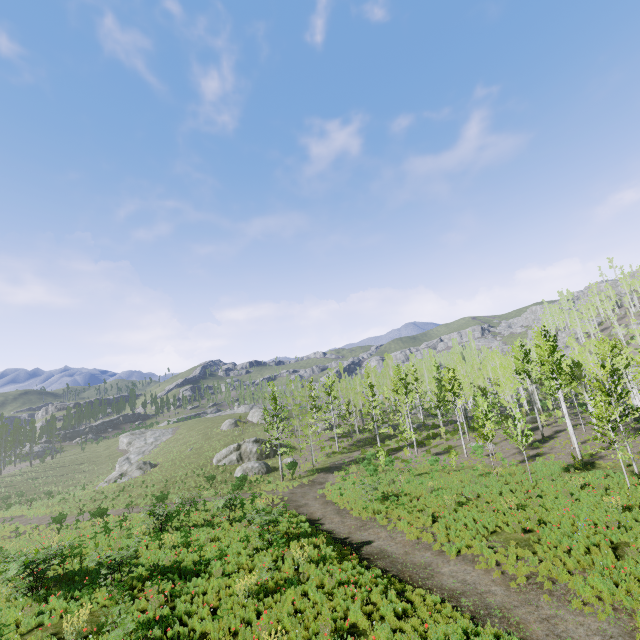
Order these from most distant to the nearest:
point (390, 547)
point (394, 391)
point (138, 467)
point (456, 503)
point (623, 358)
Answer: point (138, 467) → point (394, 391) → point (623, 358) → point (456, 503) → point (390, 547)

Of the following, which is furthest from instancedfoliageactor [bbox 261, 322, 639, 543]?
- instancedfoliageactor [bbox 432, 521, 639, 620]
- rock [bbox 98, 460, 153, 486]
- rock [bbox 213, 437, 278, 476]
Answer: rock [bbox 98, 460, 153, 486]

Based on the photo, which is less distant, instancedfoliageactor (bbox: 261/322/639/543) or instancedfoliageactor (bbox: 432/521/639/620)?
instancedfoliageactor (bbox: 432/521/639/620)

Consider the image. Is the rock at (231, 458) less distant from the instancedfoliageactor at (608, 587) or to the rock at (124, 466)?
the rock at (124, 466)

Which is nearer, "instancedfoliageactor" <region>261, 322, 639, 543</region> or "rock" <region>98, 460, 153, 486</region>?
"instancedfoliageactor" <region>261, 322, 639, 543</region>

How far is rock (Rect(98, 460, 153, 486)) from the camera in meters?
45.8 m

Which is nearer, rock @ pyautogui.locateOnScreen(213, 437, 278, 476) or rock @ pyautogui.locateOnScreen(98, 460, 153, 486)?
rock @ pyautogui.locateOnScreen(213, 437, 278, 476)

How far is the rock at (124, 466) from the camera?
45.8m
